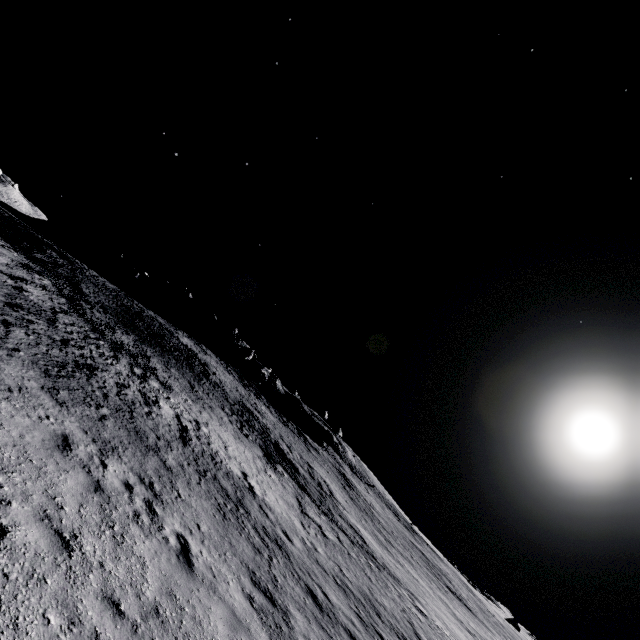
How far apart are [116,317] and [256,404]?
20.8 meters

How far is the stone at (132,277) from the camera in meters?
57.0 m

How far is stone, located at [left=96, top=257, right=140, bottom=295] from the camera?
57.0 meters
